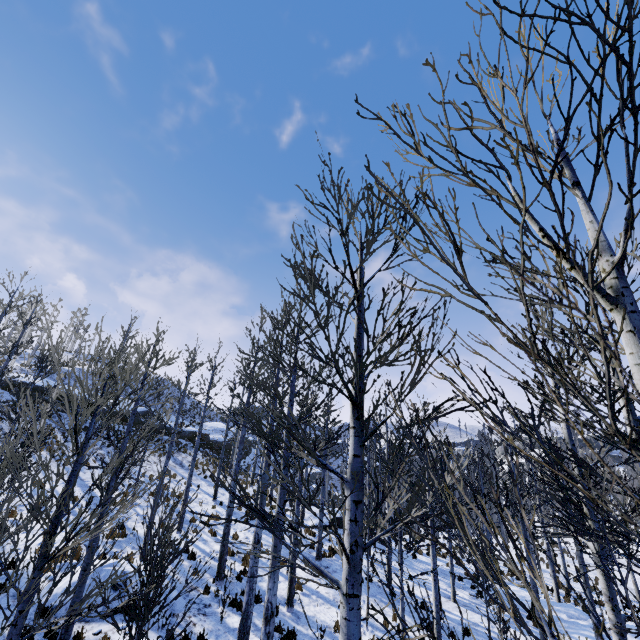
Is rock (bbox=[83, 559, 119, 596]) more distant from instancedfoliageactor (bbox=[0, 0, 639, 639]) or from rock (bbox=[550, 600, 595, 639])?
instancedfoliageactor (bbox=[0, 0, 639, 639])

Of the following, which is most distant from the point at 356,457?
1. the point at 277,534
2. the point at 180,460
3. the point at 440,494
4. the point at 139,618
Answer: the point at 180,460

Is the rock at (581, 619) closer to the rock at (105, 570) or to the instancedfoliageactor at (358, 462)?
the instancedfoliageactor at (358, 462)

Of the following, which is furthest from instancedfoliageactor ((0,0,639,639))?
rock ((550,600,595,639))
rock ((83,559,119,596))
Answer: rock ((83,559,119,596))

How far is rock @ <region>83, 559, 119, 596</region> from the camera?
9.08m

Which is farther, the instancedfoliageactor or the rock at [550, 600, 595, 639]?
the rock at [550, 600, 595, 639]

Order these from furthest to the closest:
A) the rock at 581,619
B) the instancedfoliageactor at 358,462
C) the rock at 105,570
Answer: the rock at 581,619
the rock at 105,570
the instancedfoliageactor at 358,462
